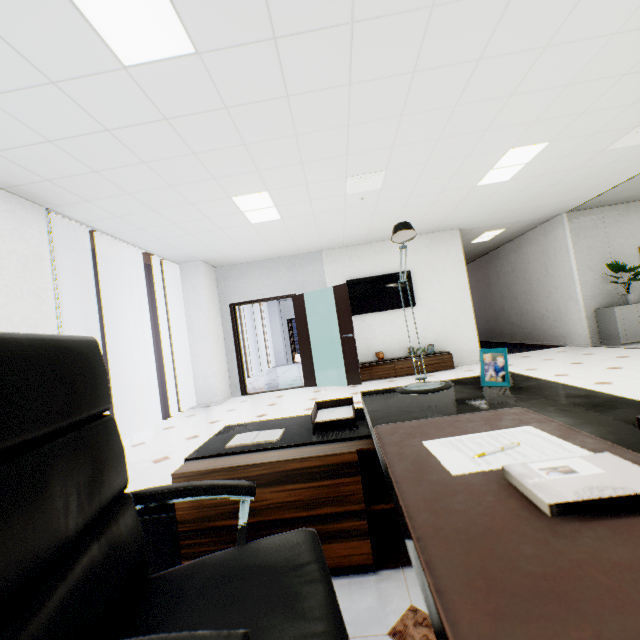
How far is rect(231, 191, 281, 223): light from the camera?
4.16m

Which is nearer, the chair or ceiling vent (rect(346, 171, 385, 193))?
the chair

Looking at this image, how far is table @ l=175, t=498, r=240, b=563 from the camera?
1.5m

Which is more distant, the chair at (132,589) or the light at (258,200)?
the light at (258,200)

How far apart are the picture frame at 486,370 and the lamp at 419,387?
0.2 meters

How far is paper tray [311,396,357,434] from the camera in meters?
1.7 m

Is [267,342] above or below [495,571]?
above

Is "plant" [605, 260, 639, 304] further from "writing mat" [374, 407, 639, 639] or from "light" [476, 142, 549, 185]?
"writing mat" [374, 407, 639, 639]
